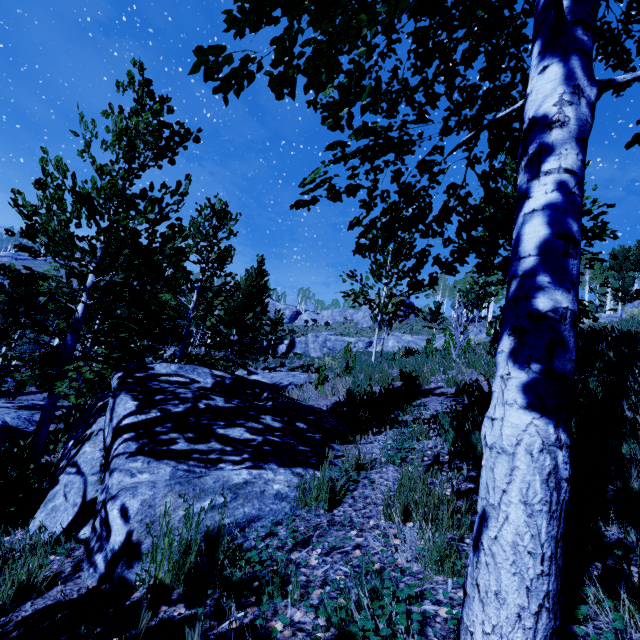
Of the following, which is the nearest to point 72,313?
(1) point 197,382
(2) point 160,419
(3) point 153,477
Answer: (1) point 197,382

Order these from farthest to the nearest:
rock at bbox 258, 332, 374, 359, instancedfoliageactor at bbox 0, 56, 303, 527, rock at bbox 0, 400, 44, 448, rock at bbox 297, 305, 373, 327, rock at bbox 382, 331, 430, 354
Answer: rock at bbox 297, 305, 373, 327
rock at bbox 258, 332, 374, 359
rock at bbox 382, 331, 430, 354
rock at bbox 0, 400, 44, 448
instancedfoliageactor at bbox 0, 56, 303, 527

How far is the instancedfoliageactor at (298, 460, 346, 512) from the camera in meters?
2.5

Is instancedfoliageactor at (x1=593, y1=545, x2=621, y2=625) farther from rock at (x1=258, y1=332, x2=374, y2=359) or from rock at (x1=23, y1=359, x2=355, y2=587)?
rock at (x1=258, y1=332, x2=374, y2=359)

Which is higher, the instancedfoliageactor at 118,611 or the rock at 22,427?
the instancedfoliageactor at 118,611

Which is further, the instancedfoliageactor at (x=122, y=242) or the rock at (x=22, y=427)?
the rock at (x=22, y=427)

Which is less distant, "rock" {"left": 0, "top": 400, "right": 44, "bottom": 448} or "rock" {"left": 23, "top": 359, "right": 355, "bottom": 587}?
"rock" {"left": 23, "top": 359, "right": 355, "bottom": 587}
